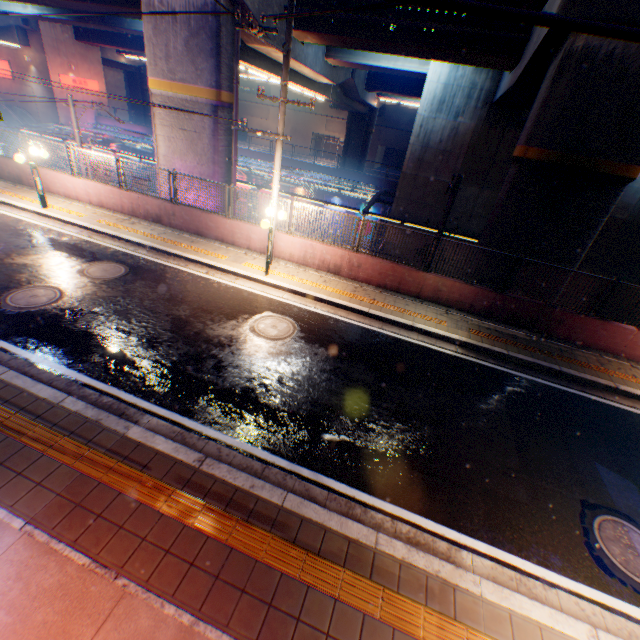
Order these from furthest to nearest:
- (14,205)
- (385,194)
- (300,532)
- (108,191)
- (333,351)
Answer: (385,194)
(108,191)
(14,205)
(333,351)
(300,532)

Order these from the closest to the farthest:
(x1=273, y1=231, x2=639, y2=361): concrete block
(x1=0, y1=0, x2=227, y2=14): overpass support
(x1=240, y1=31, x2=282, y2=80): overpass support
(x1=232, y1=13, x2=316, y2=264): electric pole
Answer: (x1=232, y1=13, x2=316, y2=264): electric pole → (x1=273, y1=231, x2=639, y2=361): concrete block → (x1=0, y1=0, x2=227, y2=14): overpass support → (x1=240, y1=31, x2=282, y2=80): overpass support

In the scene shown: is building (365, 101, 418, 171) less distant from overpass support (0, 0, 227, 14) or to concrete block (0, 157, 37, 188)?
overpass support (0, 0, 227, 14)

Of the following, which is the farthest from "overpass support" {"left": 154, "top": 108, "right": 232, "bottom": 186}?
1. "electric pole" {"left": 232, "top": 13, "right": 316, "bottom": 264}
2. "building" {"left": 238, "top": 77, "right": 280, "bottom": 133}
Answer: "building" {"left": 238, "top": 77, "right": 280, "bottom": 133}

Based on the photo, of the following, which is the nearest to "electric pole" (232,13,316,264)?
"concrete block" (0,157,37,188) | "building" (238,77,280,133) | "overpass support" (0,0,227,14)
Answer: "concrete block" (0,157,37,188)

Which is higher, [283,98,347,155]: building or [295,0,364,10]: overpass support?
[295,0,364,10]: overpass support

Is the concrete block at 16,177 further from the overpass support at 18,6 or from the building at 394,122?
the building at 394,122

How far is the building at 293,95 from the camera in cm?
4822
